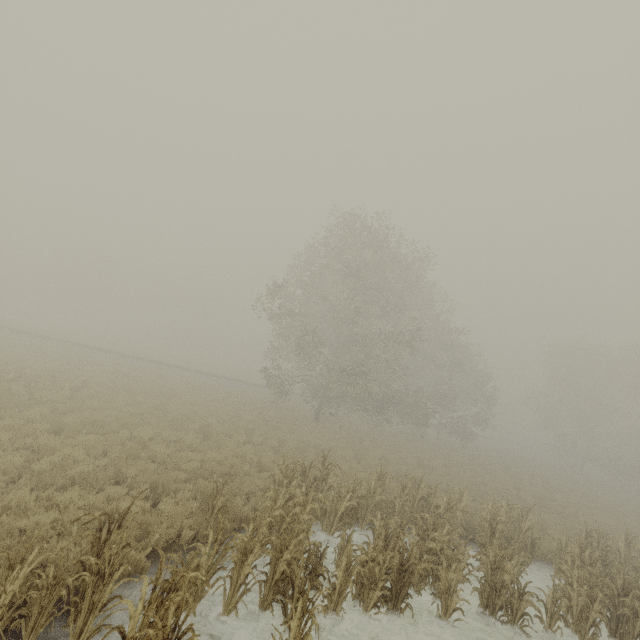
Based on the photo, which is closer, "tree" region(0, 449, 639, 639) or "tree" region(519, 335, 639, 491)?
"tree" region(0, 449, 639, 639)

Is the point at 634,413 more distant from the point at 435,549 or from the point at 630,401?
the point at 435,549

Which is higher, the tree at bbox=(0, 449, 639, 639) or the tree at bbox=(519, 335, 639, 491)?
the tree at bbox=(519, 335, 639, 491)

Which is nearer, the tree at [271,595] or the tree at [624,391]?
the tree at [271,595]

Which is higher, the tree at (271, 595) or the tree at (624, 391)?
the tree at (624, 391)
